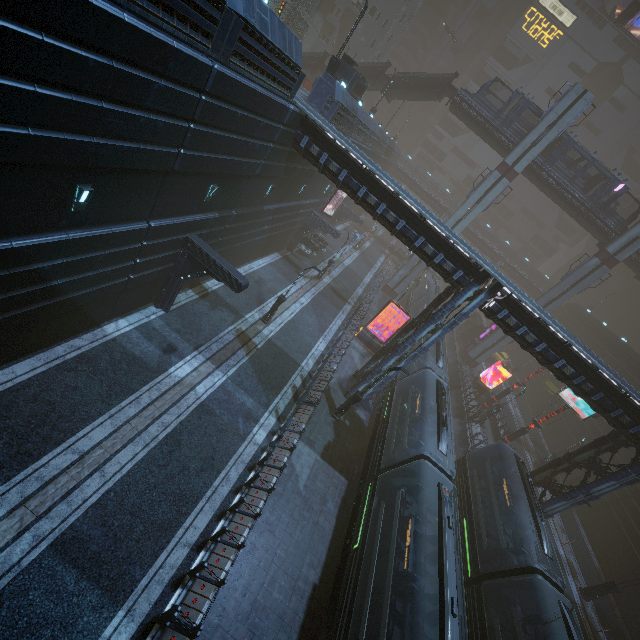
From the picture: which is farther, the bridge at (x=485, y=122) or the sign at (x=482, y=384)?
the sign at (x=482, y=384)

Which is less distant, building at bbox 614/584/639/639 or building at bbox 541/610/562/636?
building at bbox 541/610/562/636

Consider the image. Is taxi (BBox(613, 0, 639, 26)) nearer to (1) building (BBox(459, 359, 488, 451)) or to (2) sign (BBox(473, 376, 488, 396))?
(1) building (BBox(459, 359, 488, 451))

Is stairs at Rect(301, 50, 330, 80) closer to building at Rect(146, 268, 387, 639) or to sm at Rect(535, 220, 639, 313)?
building at Rect(146, 268, 387, 639)

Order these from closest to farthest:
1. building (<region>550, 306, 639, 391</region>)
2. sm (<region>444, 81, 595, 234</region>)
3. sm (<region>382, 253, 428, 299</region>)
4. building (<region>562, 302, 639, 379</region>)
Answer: sm (<region>444, 81, 595, 234</region>) < building (<region>550, 306, 639, 391</region>) < building (<region>562, 302, 639, 379</region>) < sm (<region>382, 253, 428, 299</region>)

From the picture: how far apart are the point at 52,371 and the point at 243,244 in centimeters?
1329cm

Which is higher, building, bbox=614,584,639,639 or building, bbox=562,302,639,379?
building, bbox=562,302,639,379

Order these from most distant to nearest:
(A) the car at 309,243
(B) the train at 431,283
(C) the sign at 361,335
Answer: (B) the train at 431,283
(A) the car at 309,243
(C) the sign at 361,335
